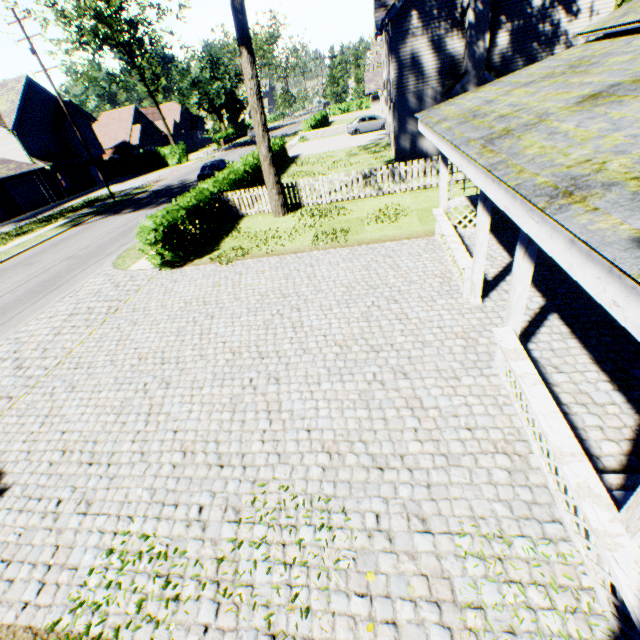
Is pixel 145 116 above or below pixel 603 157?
above

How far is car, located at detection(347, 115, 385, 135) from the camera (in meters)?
33.03

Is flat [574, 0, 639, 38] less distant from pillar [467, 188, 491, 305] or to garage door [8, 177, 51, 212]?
pillar [467, 188, 491, 305]

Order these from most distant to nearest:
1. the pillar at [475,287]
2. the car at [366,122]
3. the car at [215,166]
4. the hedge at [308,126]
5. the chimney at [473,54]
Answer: the hedge at [308,126] → the car at [366,122] → the car at [215,166] → the chimney at [473,54] → the pillar at [475,287]

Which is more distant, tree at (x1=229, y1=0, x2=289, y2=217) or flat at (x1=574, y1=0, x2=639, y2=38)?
tree at (x1=229, y1=0, x2=289, y2=217)

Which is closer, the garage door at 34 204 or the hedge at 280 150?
the hedge at 280 150

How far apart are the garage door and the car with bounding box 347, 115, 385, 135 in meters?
32.7 m

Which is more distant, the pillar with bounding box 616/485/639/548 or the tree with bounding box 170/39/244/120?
the tree with bounding box 170/39/244/120
